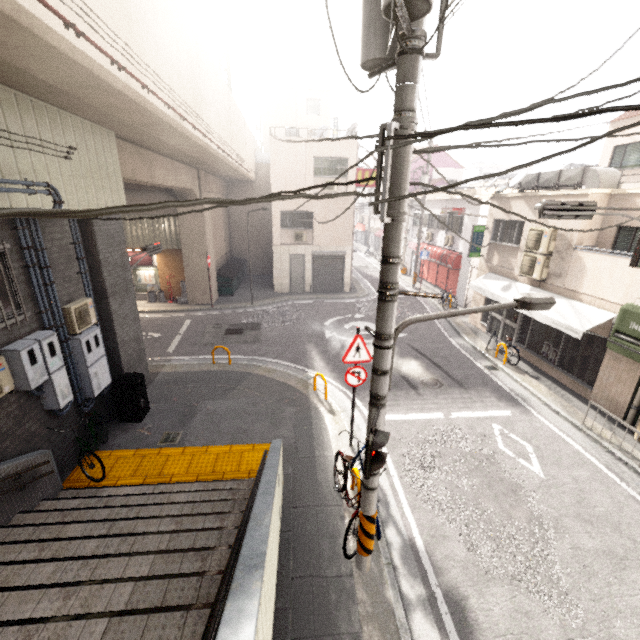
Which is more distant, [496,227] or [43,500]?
[496,227]

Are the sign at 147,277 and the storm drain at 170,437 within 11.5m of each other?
no

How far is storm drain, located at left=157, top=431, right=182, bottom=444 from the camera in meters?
7.6 m

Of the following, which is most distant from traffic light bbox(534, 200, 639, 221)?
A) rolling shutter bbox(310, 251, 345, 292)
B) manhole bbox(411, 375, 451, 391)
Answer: rolling shutter bbox(310, 251, 345, 292)

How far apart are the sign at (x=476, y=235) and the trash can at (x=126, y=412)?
13.8m

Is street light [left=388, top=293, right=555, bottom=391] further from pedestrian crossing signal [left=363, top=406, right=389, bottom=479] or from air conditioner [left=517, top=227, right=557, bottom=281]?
air conditioner [left=517, top=227, right=557, bottom=281]

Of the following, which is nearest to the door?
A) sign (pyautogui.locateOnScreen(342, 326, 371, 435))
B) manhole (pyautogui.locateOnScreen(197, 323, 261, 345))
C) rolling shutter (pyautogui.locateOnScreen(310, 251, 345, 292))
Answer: rolling shutter (pyautogui.locateOnScreen(310, 251, 345, 292))

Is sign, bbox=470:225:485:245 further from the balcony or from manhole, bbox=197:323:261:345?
manhole, bbox=197:323:261:345
